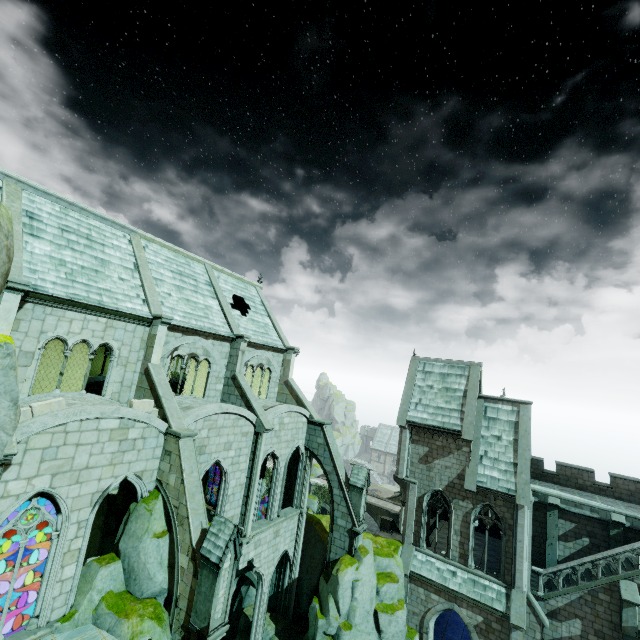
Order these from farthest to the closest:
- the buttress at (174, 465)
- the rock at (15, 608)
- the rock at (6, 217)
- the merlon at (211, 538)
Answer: the rock at (15, 608) → the buttress at (174, 465) → the merlon at (211, 538) → the rock at (6, 217)

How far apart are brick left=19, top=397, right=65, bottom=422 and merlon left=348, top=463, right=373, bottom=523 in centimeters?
1679cm

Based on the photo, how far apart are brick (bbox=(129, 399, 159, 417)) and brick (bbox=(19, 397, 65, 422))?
2.4m

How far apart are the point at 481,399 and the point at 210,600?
21.84m

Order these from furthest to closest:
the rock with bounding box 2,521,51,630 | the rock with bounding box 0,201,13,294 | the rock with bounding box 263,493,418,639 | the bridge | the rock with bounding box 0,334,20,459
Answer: the bridge < the rock with bounding box 2,521,51,630 < the rock with bounding box 263,493,418,639 < the rock with bounding box 0,334,20,459 < the rock with bounding box 0,201,13,294

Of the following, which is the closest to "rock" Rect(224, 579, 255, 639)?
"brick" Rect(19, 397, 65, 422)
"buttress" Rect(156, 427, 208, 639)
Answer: "brick" Rect(19, 397, 65, 422)

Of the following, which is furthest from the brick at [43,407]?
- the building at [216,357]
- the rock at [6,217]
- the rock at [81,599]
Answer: the rock at [81,599]
